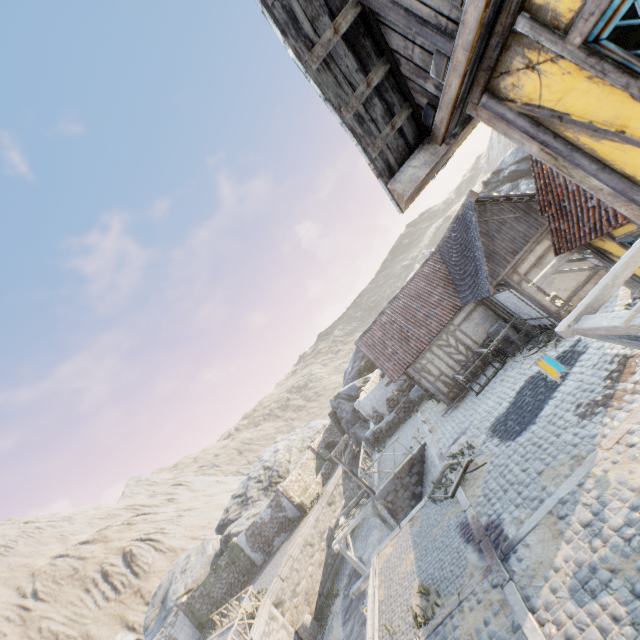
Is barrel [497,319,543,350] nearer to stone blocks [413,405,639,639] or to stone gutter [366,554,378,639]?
stone blocks [413,405,639,639]

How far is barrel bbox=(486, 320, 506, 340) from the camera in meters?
15.4 m

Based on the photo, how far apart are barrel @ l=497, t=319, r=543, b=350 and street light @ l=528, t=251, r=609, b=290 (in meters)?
4.75

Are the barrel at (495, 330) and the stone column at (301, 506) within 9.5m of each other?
no

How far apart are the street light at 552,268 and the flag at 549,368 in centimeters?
385cm

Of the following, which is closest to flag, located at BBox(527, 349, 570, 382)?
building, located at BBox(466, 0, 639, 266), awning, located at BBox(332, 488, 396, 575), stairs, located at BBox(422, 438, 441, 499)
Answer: building, located at BBox(466, 0, 639, 266)

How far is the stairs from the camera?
13.23m

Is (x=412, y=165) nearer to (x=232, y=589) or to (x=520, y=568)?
(x=520, y=568)
